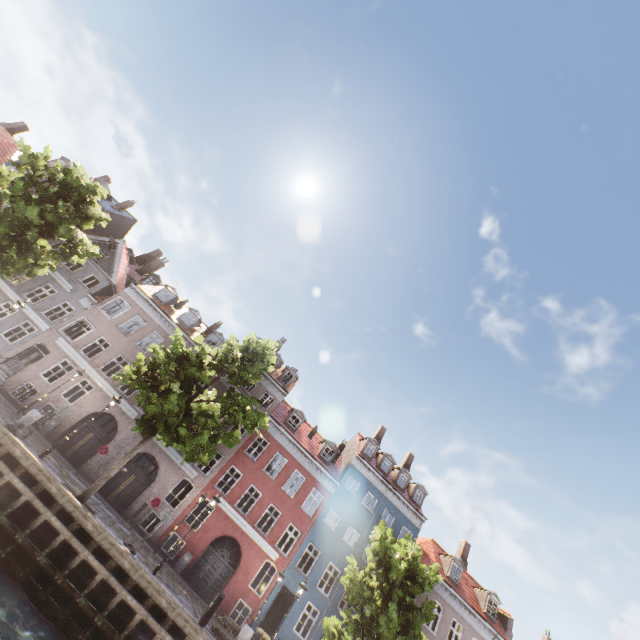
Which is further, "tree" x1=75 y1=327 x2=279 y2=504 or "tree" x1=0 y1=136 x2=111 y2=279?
"tree" x1=0 y1=136 x2=111 y2=279

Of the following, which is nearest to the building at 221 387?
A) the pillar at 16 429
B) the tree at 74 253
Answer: the tree at 74 253

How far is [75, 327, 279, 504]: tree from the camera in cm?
1352

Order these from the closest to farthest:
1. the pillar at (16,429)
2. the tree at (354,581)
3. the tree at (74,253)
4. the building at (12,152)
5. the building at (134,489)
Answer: the pillar at (16,429), the tree at (354,581), the tree at (74,253), the building at (134,489), the building at (12,152)

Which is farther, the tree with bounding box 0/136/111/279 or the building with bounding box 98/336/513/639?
the building with bounding box 98/336/513/639

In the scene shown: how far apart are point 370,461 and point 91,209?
28.3m

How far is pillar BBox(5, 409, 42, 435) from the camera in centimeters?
1338cm

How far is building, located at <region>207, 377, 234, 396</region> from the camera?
25.92m
